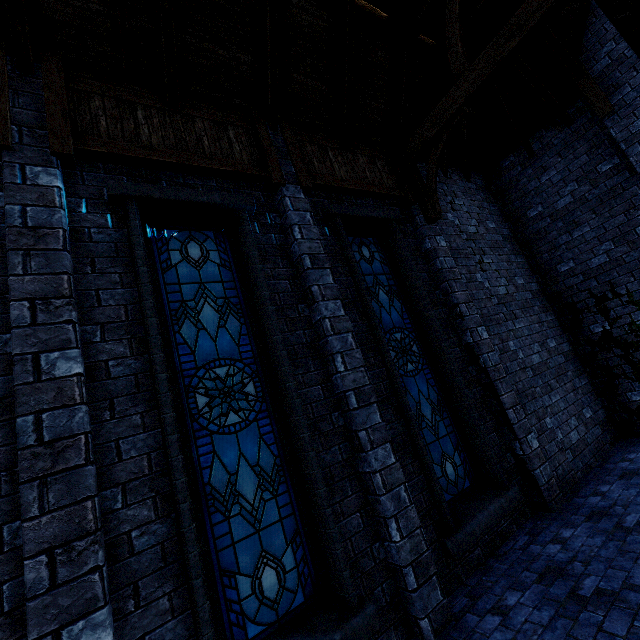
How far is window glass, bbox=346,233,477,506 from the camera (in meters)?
4.89

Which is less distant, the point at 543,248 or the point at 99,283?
the point at 99,283

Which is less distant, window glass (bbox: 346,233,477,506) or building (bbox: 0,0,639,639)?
building (bbox: 0,0,639,639)

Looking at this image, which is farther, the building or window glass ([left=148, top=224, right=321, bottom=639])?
window glass ([left=148, top=224, right=321, bottom=639])

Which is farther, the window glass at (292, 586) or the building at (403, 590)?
Result: the window glass at (292, 586)

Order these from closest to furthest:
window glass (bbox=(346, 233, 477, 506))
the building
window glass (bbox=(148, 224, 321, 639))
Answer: the building
window glass (bbox=(148, 224, 321, 639))
window glass (bbox=(346, 233, 477, 506))

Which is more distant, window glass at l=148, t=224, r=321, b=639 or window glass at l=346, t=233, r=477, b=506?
window glass at l=346, t=233, r=477, b=506

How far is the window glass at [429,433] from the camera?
4.9 meters
